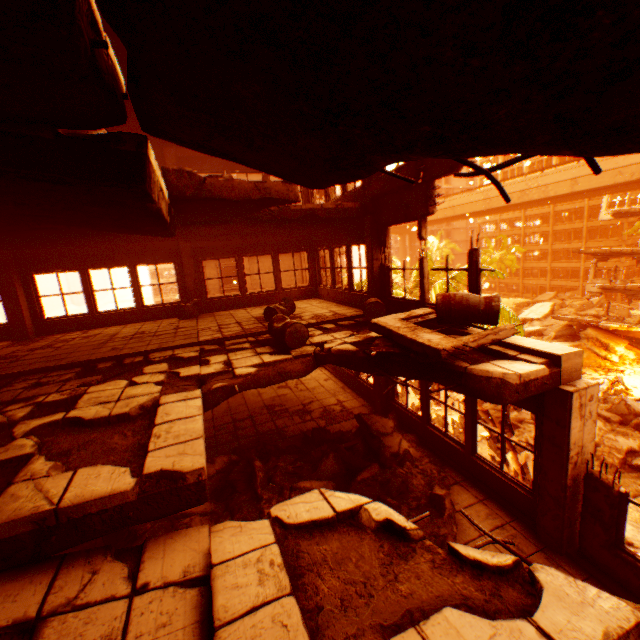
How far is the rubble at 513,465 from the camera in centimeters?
1504cm

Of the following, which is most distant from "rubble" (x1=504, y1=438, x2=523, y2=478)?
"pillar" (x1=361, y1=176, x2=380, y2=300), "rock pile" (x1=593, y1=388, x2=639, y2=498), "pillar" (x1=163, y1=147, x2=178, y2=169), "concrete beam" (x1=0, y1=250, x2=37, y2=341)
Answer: "concrete beam" (x1=0, y1=250, x2=37, y2=341)

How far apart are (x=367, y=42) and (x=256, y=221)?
7.0m

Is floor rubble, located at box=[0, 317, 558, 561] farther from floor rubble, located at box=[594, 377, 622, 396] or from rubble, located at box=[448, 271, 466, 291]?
floor rubble, located at box=[594, 377, 622, 396]

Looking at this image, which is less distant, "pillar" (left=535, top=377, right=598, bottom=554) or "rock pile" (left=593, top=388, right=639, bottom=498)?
"pillar" (left=535, top=377, right=598, bottom=554)

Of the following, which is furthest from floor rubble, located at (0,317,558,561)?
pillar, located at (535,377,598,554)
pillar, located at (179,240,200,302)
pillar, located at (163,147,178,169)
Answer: pillar, located at (163,147,178,169)

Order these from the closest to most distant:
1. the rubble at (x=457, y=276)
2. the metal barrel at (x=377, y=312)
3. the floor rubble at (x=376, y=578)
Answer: the floor rubble at (x=376, y=578) < the metal barrel at (x=377, y=312) < the rubble at (x=457, y=276)

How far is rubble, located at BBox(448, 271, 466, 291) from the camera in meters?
11.9
